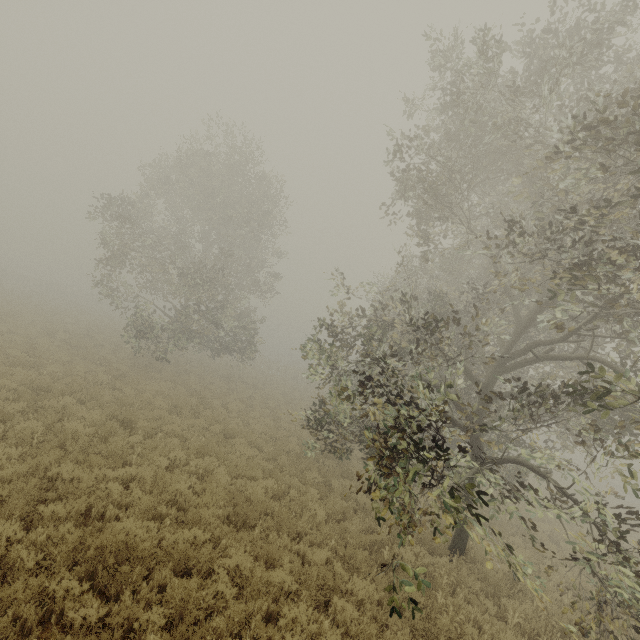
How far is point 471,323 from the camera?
12.2 meters
